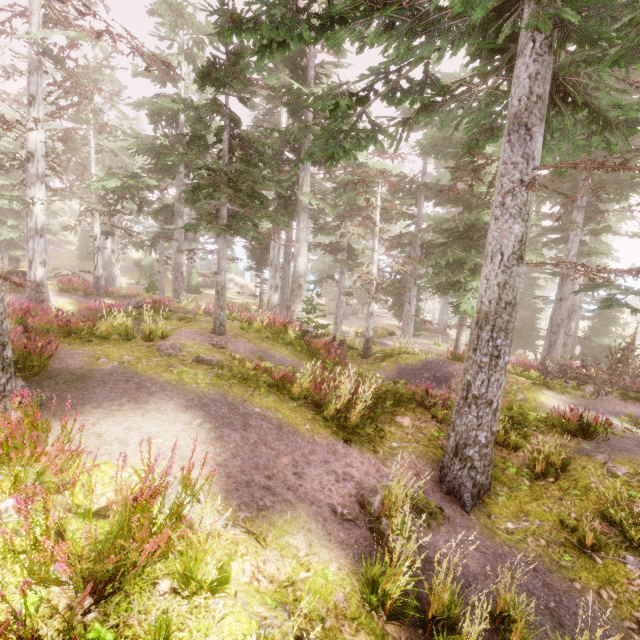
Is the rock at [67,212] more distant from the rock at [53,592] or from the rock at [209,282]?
the rock at [209,282]

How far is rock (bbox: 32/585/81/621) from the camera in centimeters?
238cm

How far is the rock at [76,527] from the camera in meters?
3.0 m

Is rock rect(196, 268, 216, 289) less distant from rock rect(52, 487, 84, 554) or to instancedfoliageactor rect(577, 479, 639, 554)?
instancedfoliageactor rect(577, 479, 639, 554)

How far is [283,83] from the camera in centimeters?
1384cm

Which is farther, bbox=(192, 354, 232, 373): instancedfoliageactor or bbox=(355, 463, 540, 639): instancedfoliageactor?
bbox=(192, 354, 232, 373): instancedfoliageactor

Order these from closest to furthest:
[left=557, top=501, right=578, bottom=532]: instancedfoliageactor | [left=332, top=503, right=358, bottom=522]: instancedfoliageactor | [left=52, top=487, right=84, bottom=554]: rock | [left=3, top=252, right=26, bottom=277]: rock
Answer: [left=52, top=487, right=84, bottom=554]: rock → [left=332, top=503, right=358, bottom=522]: instancedfoliageactor → [left=557, top=501, right=578, bottom=532]: instancedfoliageactor → [left=3, top=252, right=26, bottom=277]: rock
